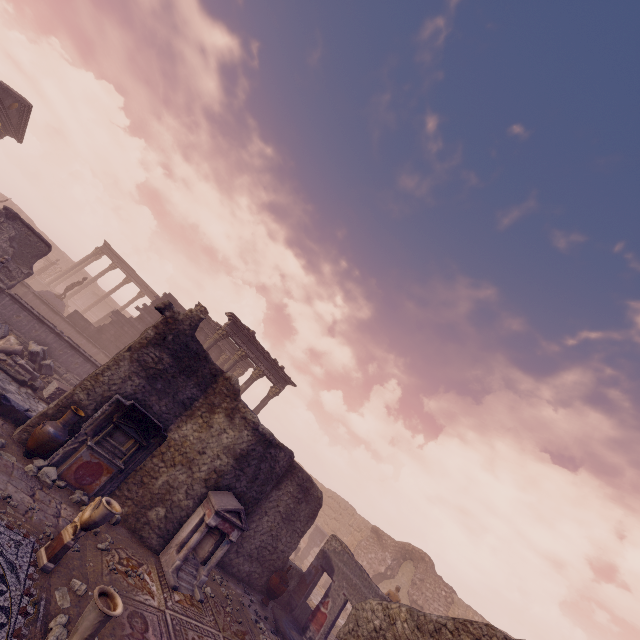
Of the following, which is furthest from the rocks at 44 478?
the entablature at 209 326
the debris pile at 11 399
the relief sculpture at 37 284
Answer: the entablature at 209 326

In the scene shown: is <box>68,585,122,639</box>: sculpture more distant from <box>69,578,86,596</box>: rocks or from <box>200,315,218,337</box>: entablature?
<box>200,315,218,337</box>: entablature

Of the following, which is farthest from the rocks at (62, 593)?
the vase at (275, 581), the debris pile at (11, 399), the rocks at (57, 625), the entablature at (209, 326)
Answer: the entablature at (209, 326)

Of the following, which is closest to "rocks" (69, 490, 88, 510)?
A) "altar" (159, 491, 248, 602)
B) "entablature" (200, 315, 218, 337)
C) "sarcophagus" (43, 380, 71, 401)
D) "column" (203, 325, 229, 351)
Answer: "altar" (159, 491, 248, 602)

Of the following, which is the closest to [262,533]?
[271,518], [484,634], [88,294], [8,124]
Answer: [271,518]

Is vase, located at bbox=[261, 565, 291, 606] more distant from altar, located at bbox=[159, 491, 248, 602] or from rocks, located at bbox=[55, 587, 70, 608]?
rocks, located at bbox=[55, 587, 70, 608]

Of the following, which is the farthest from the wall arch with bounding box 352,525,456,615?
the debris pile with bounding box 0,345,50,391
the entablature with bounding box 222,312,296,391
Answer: the debris pile with bounding box 0,345,50,391

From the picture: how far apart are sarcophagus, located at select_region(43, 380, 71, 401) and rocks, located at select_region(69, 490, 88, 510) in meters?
5.7 m
